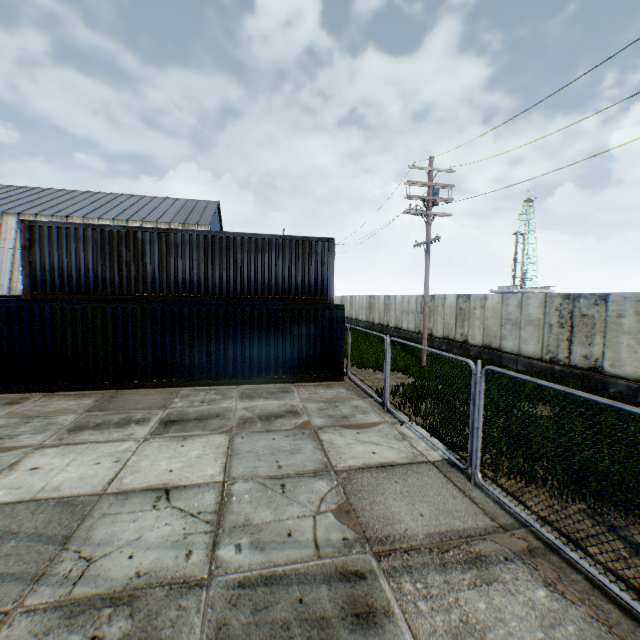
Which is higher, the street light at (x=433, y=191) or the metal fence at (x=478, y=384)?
the street light at (x=433, y=191)

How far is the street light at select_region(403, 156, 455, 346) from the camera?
14.45m

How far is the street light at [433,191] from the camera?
14.5 meters

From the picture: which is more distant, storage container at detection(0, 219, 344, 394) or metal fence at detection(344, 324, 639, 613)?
storage container at detection(0, 219, 344, 394)

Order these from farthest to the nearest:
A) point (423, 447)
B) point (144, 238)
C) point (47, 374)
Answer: point (144, 238) → point (47, 374) → point (423, 447)

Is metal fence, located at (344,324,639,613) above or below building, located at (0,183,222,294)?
below

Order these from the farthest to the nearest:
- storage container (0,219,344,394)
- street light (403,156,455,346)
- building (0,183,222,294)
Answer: building (0,183,222,294)
street light (403,156,455,346)
storage container (0,219,344,394)

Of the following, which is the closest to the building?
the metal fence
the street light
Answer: the metal fence
